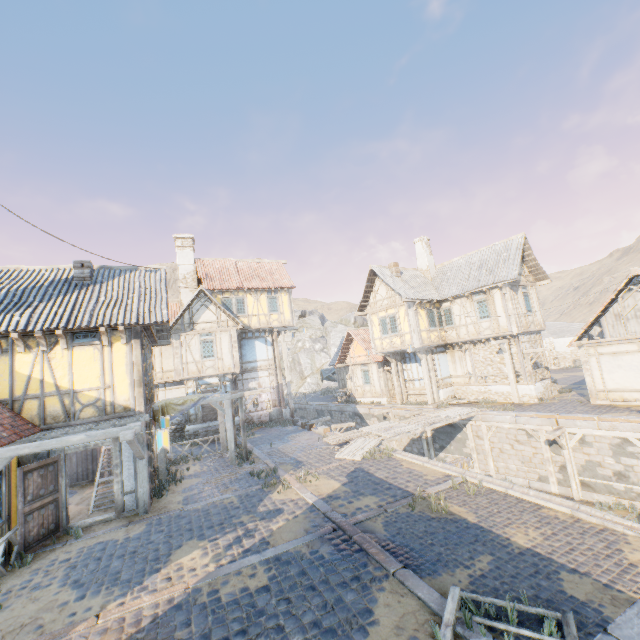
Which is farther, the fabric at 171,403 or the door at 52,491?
the fabric at 171,403

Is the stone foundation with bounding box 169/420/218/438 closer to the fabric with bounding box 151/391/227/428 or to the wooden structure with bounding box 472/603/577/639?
the fabric with bounding box 151/391/227/428

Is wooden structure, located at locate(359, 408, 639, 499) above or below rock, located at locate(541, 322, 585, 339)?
below

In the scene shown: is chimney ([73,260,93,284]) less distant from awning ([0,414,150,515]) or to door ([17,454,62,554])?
awning ([0,414,150,515])

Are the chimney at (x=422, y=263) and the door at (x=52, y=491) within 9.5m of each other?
no

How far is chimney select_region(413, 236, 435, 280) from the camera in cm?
2438

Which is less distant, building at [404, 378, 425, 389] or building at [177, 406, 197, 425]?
building at [177, 406, 197, 425]

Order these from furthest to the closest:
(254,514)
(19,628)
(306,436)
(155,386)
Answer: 1. (155,386)
2. (306,436)
3. (254,514)
4. (19,628)
